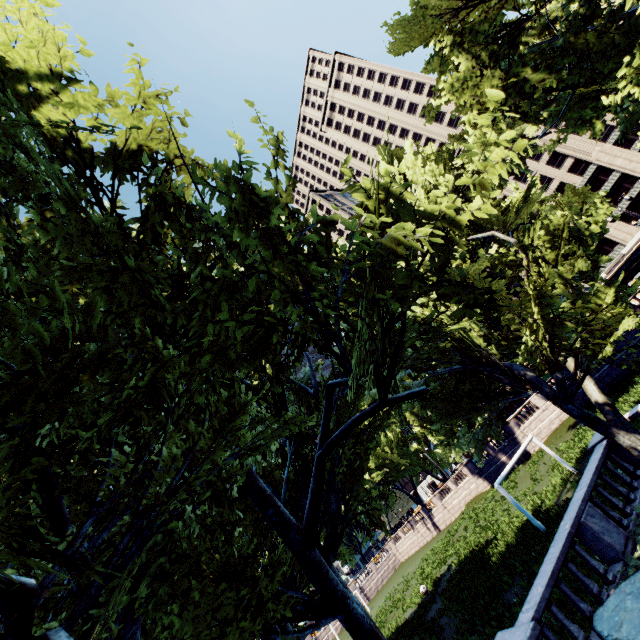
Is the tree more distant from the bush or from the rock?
the rock

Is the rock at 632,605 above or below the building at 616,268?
below

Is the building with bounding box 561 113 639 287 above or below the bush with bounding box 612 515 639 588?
above

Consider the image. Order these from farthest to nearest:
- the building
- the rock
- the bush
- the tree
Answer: the building
the bush
the rock
the tree

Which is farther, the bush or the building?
the building

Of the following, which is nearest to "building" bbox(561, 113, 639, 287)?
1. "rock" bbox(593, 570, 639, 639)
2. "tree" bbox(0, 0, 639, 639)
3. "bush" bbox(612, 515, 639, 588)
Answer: "tree" bbox(0, 0, 639, 639)

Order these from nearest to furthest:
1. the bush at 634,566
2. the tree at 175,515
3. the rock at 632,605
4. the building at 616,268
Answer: the tree at 175,515, the rock at 632,605, the bush at 634,566, the building at 616,268

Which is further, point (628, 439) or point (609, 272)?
point (609, 272)
